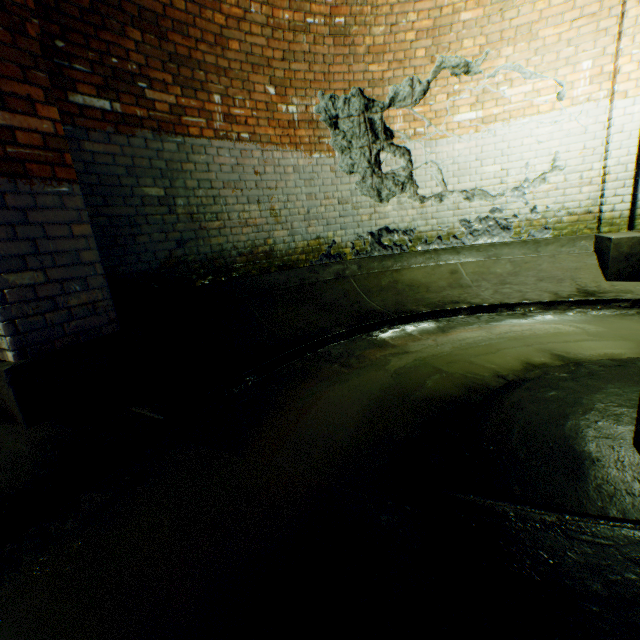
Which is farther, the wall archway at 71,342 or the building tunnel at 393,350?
the wall archway at 71,342

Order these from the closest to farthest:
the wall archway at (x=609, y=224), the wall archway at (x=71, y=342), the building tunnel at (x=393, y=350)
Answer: the building tunnel at (x=393, y=350) → the wall archway at (x=71, y=342) → the wall archway at (x=609, y=224)

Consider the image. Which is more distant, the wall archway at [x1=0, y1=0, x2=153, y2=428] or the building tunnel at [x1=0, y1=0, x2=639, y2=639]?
the wall archway at [x1=0, y1=0, x2=153, y2=428]

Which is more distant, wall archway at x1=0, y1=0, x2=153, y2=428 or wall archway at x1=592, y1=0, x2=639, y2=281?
wall archway at x1=592, y1=0, x2=639, y2=281

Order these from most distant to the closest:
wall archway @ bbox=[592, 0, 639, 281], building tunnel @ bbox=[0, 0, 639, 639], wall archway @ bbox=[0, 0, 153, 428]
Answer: wall archway @ bbox=[592, 0, 639, 281], wall archway @ bbox=[0, 0, 153, 428], building tunnel @ bbox=[0, 0, 639, 639]

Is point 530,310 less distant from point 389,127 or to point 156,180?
point 389,127
